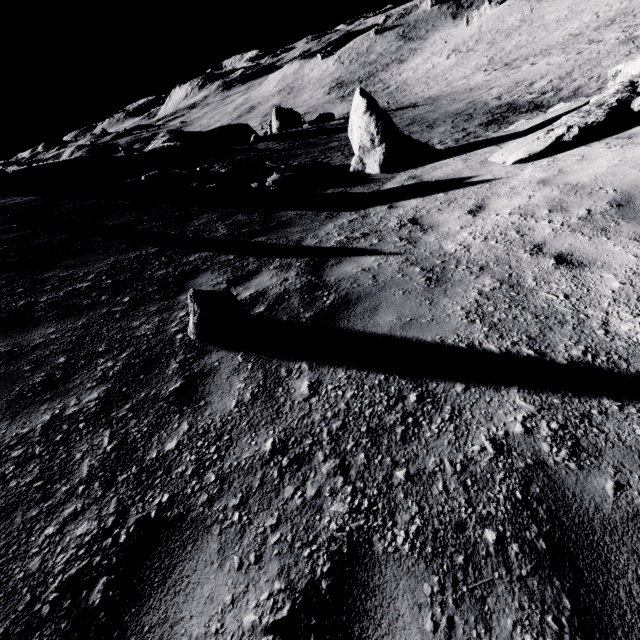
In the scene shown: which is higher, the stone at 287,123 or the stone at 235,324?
the stone at 235,324

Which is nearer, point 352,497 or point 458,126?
point 352,497

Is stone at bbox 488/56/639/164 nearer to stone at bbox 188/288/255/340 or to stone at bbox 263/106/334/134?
stone at bbox 188/288/255/340

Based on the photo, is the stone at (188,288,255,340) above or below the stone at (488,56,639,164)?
above

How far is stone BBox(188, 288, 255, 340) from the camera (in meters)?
3.20

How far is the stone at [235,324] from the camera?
3.2m

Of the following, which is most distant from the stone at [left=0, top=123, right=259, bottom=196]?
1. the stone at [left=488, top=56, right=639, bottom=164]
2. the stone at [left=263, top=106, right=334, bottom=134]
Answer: the stone at [left=488, top=56, right=639, bottom=164]
